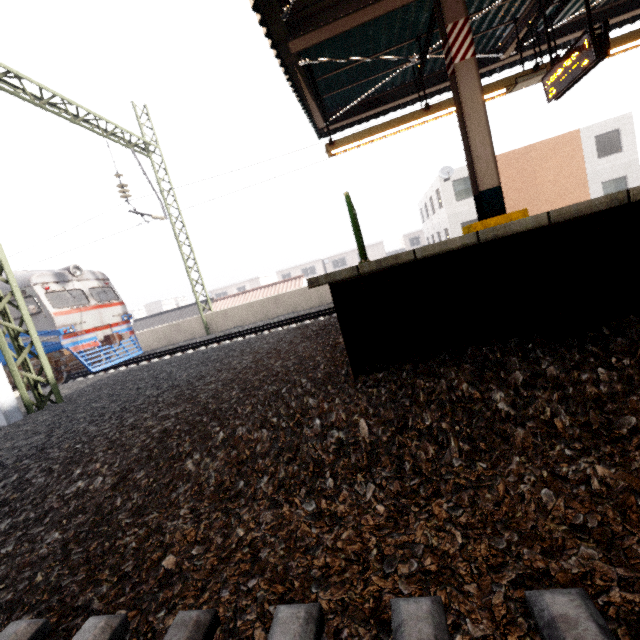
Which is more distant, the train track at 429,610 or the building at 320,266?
the building at 320,266

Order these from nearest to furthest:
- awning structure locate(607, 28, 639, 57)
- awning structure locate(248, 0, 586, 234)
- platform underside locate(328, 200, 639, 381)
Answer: platform underside locate(328, 200, 639, 381) < awning structure locate(248, 0, 586, 234) < awning structure locate(607, 28, 639, 57)

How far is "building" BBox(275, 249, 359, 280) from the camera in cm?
4991

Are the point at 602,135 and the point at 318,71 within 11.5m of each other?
no

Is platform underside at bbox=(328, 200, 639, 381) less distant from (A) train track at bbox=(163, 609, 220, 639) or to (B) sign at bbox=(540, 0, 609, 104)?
(A) train track at bbox=(163, 609, 220, 639)

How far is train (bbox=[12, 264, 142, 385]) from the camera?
11.15m

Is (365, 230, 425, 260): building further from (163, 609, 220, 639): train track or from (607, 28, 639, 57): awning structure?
(163, 609, 220, 639): train track

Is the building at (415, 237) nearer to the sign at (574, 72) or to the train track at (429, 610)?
the sign at (574, 72)
